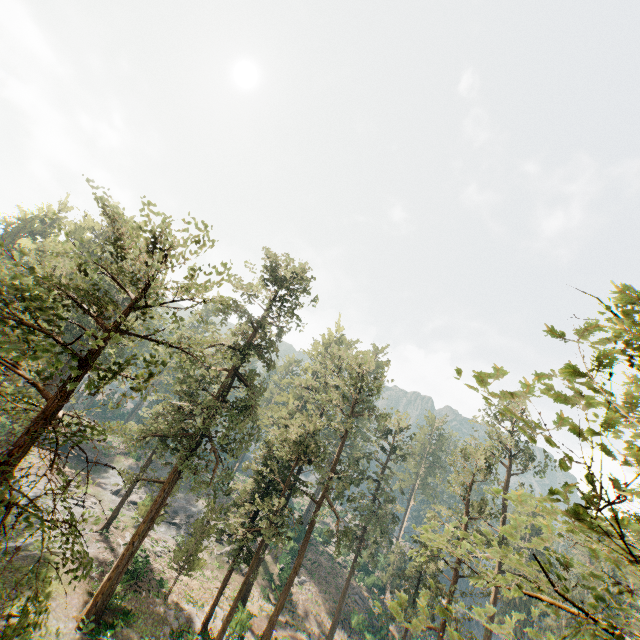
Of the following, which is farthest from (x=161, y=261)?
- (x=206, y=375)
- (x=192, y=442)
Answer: (x=192, y=442)
